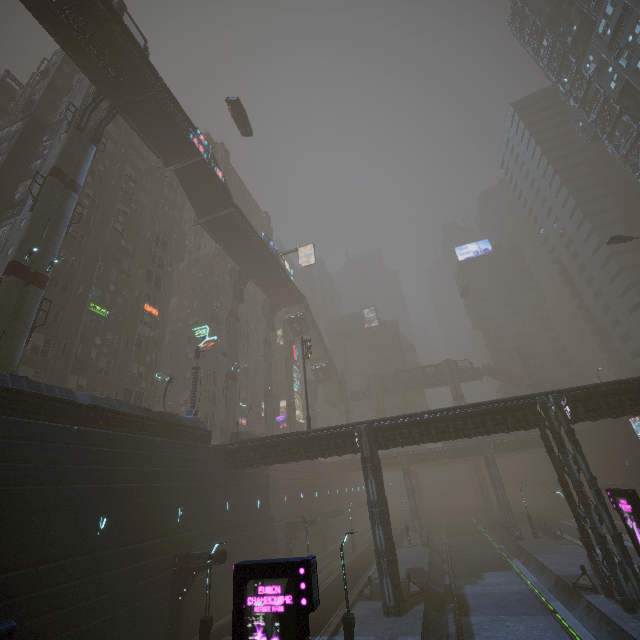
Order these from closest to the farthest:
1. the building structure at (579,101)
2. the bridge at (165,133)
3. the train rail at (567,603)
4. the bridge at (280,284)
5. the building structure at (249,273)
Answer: the train rail at (567,603), the bridge at (165,133), the bridge at (280,284), the building structure at (579,101), the building structure at (249,273)

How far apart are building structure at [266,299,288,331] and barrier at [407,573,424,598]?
38.52m

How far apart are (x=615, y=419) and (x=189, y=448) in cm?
4731

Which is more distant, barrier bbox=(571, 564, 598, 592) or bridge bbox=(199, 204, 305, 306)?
bridge bbox=(199, 204, 305, 306)

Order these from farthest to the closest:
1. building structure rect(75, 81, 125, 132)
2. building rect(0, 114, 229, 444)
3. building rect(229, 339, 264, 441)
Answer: building rect(229, 339, 264, 441) < building structure rect(75, 81, 125, 132) < building rect(0, 114, 229, 444)

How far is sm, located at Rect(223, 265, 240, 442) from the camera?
38.4 meters

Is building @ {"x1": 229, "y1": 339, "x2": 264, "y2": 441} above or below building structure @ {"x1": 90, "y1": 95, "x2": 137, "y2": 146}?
below

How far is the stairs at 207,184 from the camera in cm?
3606
